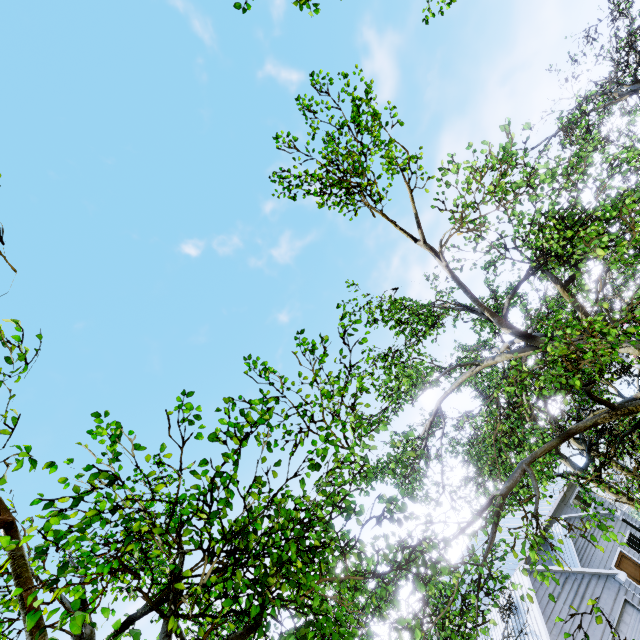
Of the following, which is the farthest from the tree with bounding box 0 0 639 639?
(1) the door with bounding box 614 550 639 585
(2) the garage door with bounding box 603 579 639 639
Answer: (1) the door with bounding box 614 550 639 585

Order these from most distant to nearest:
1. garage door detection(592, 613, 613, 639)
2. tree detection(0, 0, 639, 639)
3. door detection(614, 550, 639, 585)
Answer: door detection(614, 550, 639, 585), garage door detection(592, 613, 613, 639), tree detection(0, 0, 639, 639)

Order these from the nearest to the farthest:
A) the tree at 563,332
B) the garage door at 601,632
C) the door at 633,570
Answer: the tree at 563,332
the garage door at 601,632
the door at 633,570

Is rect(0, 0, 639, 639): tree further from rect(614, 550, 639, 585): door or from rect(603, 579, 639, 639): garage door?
rect(614, 550, 639, 585): door

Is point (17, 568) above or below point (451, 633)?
above

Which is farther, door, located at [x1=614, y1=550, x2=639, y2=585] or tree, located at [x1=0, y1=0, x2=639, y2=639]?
door, located at [x1=614, y1=550, x2=639, y2=585]

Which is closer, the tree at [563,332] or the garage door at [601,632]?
the tree at [563,332]
